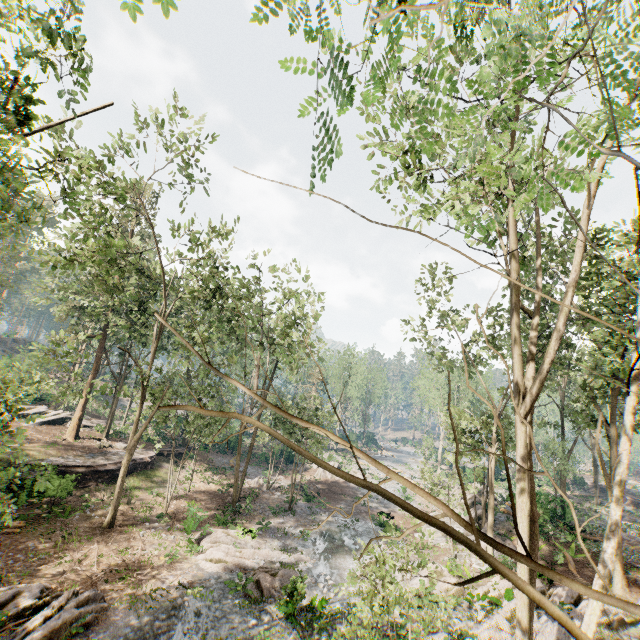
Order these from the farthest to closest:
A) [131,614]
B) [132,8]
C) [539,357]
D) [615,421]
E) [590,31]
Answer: [539,357] < [615,421] < [131,614] < [132,8] < [590,31]

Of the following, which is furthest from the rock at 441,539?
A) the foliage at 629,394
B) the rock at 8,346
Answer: the rock at 8,346

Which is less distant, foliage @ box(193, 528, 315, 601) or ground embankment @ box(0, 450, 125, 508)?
foliage @ box(193, 528, 315, 601)

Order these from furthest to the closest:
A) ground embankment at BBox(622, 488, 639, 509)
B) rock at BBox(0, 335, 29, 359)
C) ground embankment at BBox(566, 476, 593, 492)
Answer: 1. rock at BBox(0, 335, 29, 359)
2. ground embankment at BBox(566, 476, 593, 492)
3. ground embankment at BBox(622, 488, 639, 509)

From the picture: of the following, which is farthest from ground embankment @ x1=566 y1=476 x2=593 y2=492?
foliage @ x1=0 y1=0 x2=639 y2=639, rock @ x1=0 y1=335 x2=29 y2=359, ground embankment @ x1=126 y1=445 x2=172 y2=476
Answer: rock @ x1=0 y1=335 x2=29 y2=359

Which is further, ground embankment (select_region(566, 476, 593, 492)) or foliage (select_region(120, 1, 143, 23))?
ground embankment (select_region(566, 476, 593, 492))

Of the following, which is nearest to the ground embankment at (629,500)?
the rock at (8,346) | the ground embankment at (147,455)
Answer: the ground embankment at (147,455)

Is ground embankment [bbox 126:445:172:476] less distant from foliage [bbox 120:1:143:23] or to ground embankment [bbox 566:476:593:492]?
foliage [bbox 120:1:143:23]
